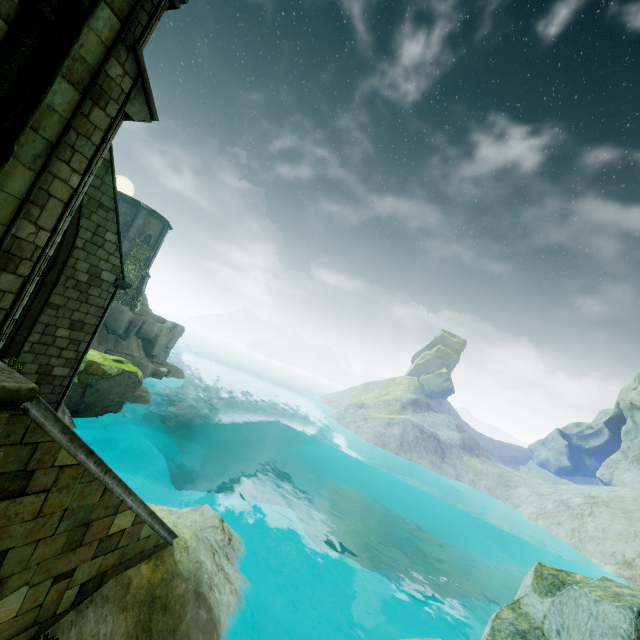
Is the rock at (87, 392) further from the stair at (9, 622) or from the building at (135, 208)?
the building at (135, 208)

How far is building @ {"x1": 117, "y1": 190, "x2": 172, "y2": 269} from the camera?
29.7m

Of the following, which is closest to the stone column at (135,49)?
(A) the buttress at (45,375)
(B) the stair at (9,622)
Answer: (B) the stair at (9,622)

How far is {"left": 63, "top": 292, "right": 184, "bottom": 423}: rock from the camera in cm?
1510

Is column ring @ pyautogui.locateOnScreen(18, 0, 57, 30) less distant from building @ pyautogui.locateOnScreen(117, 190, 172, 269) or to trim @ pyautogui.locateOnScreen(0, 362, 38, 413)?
trim @ pyautogui.locateOnScreen(0, 362, 38, 413)

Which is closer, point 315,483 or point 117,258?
point 117,258

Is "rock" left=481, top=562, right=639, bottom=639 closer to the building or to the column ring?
the column ring

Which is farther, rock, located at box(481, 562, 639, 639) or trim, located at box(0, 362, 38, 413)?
rock, located at box(481, 562, 639, 639)
